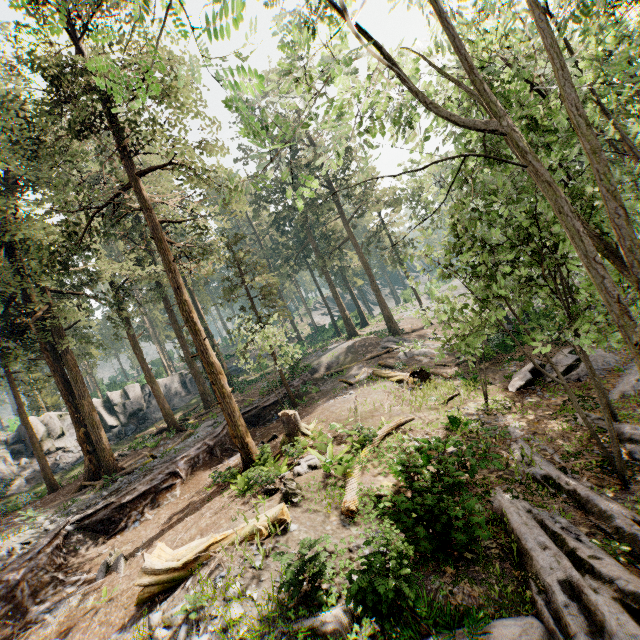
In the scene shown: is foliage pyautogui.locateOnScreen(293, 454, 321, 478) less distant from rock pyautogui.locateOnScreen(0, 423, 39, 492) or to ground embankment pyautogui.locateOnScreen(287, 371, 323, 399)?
ground embankment pyautogui.locateOnScreen(287, 371, 323, 399)

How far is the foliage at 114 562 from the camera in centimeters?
1130cm

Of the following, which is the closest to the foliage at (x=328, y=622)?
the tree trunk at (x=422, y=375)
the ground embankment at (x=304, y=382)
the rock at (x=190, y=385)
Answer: the ground embankment at (x=304, y=382)

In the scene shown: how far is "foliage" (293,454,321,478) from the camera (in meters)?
11.99

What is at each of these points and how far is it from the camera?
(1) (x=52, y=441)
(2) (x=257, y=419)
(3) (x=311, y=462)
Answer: (1) rock, 30.5m
(2) ground embankment, 23.8m
(3) foliage, 12.2m

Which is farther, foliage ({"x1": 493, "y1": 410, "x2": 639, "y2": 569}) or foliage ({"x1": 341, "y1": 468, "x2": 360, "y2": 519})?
foliage ({"x1": 341, "y1": 468, "x2": 360, "y2": 519})

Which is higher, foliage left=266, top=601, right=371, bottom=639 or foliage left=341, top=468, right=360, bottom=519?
foliage left=341, top=468, right=360, bottom=519

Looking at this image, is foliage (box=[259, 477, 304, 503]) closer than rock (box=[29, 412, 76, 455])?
Yes
